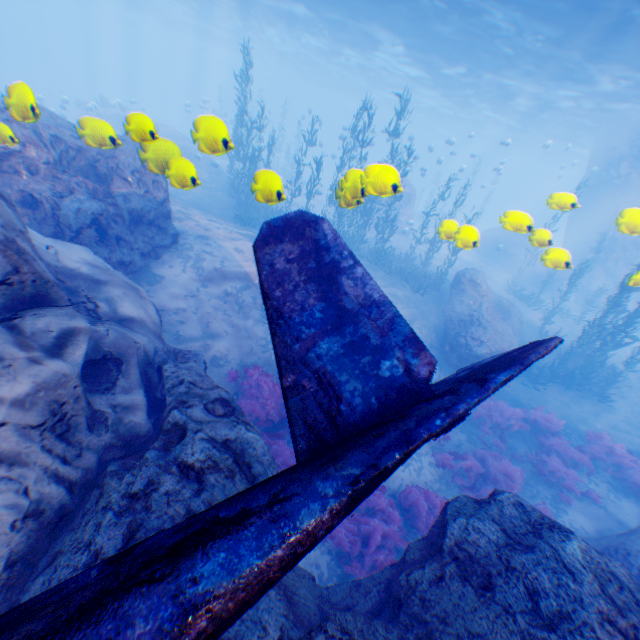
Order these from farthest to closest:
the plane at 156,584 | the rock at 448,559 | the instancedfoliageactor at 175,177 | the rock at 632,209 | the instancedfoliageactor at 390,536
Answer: the rock at 632,209, the instancedfoliageactor at 390,536, the instancedfoliageactor at 175,177, the rock at 448,559, the plane at 156,584

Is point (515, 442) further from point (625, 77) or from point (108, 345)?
point (625, 77)

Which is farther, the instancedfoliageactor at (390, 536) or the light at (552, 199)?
the instancedfoliageactor at (390, 536)

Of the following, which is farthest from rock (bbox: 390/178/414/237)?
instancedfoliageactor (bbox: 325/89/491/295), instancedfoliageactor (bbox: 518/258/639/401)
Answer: instancedfoliageactor (bbox: 518/258/639/401)

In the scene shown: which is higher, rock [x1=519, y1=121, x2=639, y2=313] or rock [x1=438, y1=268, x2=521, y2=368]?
rock [x1=519, y1=121, x2=639, y2=313]

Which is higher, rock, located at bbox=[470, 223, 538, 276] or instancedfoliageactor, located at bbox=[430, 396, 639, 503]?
rock, located at bbox=[470, 223, 538, 276]

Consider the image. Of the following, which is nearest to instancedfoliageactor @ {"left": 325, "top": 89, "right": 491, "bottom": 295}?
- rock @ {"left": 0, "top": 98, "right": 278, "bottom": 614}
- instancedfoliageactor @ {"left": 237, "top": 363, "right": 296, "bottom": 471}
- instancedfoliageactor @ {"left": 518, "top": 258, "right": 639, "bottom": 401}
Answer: rock @ {"left": 0, "top": 98, "right": 278, "bottom": 614}
